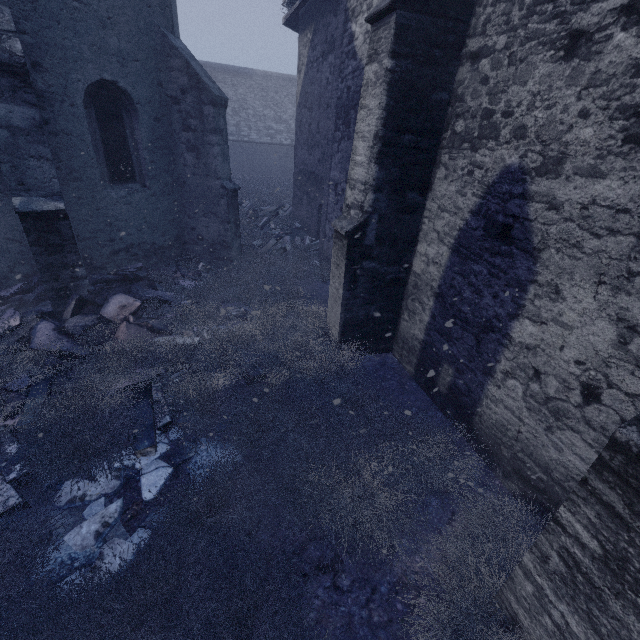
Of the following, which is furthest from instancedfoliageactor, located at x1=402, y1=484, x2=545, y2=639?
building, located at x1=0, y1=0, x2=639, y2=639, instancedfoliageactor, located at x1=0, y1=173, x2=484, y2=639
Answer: instancedfoliageactor, located at x1=0, y1=173, x2=484, y2=639

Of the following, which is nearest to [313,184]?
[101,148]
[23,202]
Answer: [101,148]

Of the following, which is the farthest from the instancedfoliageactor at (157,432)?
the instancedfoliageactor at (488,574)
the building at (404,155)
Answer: the building at (404,155)

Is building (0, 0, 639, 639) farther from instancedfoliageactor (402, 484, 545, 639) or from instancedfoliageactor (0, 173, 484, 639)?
instancedfoliageactor (0, 173, 484, 639)
